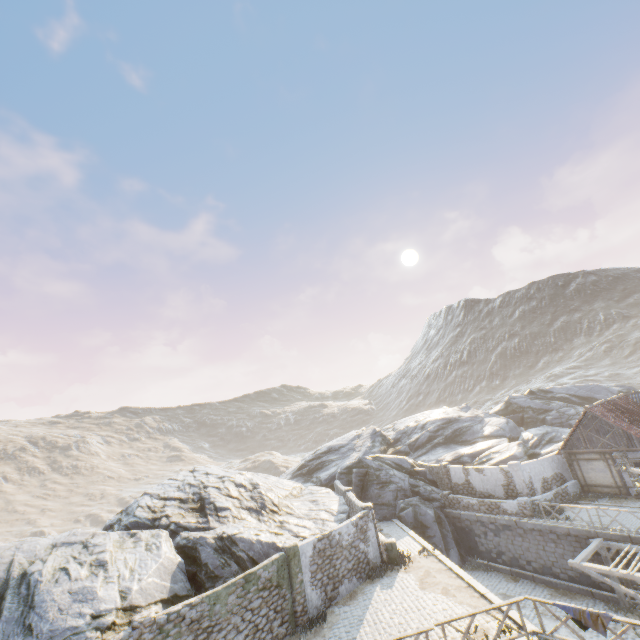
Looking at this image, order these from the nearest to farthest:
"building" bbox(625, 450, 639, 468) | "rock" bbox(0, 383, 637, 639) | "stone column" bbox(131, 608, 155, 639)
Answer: "stone column" bbox(131, 608, 155, 639) → "rock" bbox(0, 383, 637, 639) → "building" bbox(625, 450, 639, 468)

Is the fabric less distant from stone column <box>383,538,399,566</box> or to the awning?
the awning

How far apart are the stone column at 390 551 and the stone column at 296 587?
5.12m

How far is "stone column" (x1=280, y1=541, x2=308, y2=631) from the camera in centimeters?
1429cm

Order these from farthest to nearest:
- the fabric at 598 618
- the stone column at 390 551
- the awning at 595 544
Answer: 1. the stone column at 390 551
2. the awning at 595 544
3. the fabric at 598 618

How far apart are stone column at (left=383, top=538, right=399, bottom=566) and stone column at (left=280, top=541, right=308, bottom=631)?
5.1m

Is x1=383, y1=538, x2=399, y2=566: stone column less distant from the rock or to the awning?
the rock

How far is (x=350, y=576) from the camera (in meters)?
16.75
